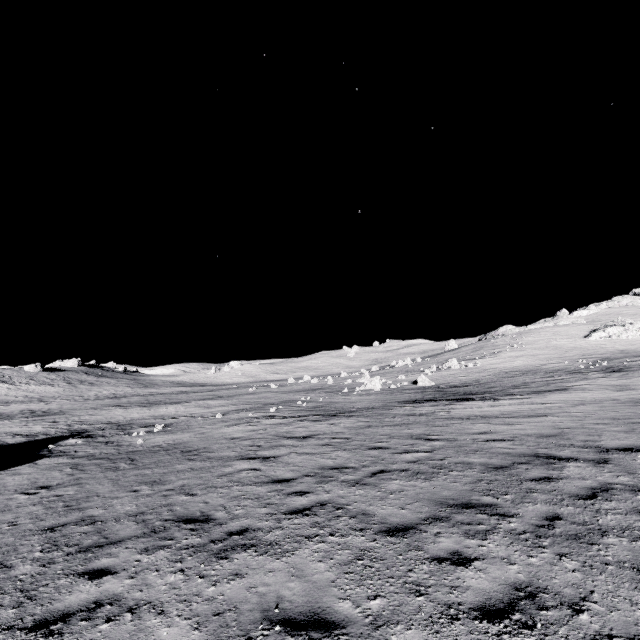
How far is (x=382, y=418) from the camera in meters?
17.4
